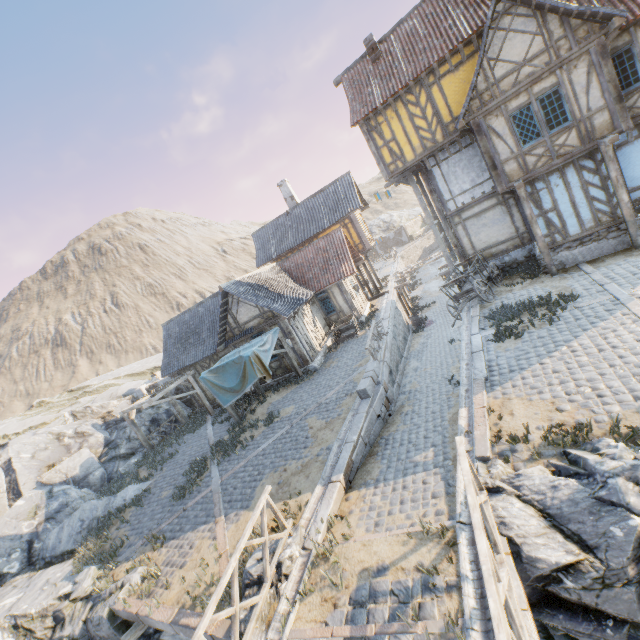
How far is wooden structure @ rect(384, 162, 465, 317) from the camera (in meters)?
16.27

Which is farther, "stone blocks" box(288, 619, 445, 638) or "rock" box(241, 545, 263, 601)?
"rock" box(241, 545, 263, 601)

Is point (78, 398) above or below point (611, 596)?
above

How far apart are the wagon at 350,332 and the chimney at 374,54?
12.94m

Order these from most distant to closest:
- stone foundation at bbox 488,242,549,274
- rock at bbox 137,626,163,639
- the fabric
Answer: the fabric
stone foundation at bbox 488,242,549,274
rock at bbox 137,626,163,639

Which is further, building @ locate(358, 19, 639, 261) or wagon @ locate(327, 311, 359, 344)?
wagon @ locate(327, 311, 359, 344)

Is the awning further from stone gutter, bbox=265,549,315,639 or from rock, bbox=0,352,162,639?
stone gutter, bbox=265,549,315,639

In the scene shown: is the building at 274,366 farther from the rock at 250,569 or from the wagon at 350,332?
the rock at 250,569
